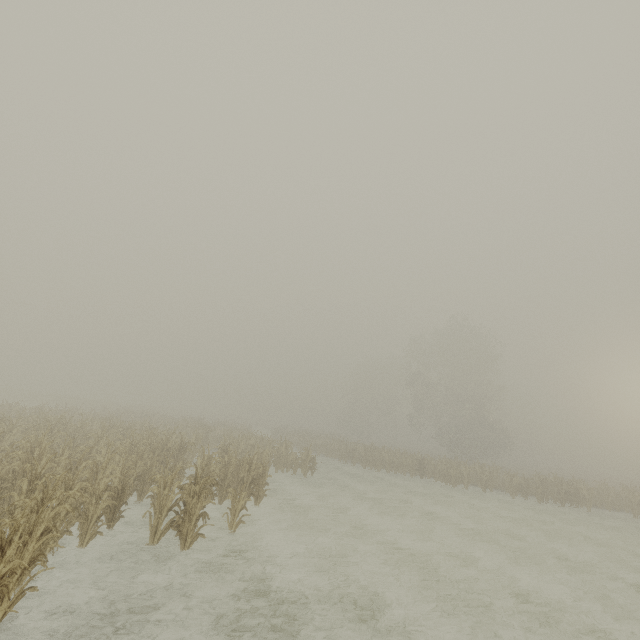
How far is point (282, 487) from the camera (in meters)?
16.27
